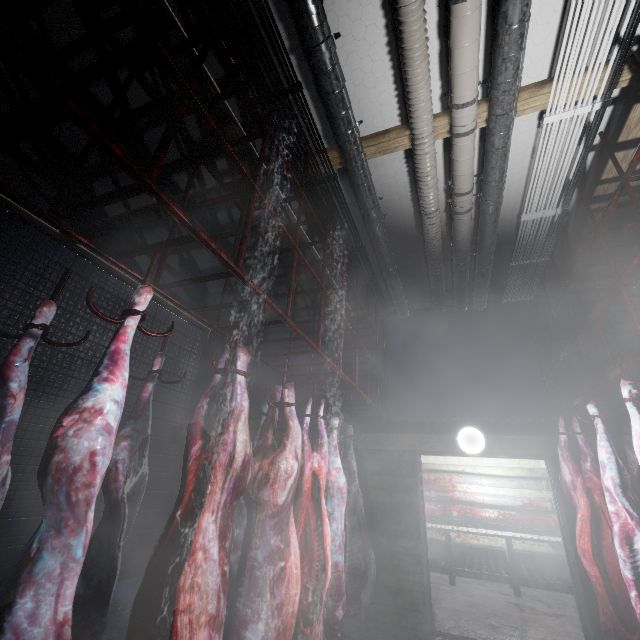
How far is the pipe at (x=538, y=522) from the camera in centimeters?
597cm

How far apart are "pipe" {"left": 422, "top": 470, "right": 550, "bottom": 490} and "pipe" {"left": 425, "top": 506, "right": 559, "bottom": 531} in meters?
0.4 m

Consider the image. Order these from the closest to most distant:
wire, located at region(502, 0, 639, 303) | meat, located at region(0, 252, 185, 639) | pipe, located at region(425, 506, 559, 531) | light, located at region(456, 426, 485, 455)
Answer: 1. meat, located at region(0, 252, 185, 639)
2. wire, located at region(502, 0, 639, 303)
3. light, located at region(456, 426, 485, 455)
4. pipe, located at region(425, 506, 559, 531)

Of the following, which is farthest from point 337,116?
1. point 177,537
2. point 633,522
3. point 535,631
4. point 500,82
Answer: point 535,631

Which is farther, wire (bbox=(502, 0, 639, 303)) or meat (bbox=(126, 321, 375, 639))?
wire (bbox=(502, 0, 639, 303))

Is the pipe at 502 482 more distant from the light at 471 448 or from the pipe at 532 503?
the light at 471 448

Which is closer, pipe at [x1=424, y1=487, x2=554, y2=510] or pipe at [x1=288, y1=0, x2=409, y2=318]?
pipe at [x1=288, y1=0, x2=409, y2=318]

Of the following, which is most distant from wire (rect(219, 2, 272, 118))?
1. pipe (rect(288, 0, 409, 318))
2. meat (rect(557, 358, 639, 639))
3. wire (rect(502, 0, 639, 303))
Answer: meat (rect(557, 358, 639, 639))
